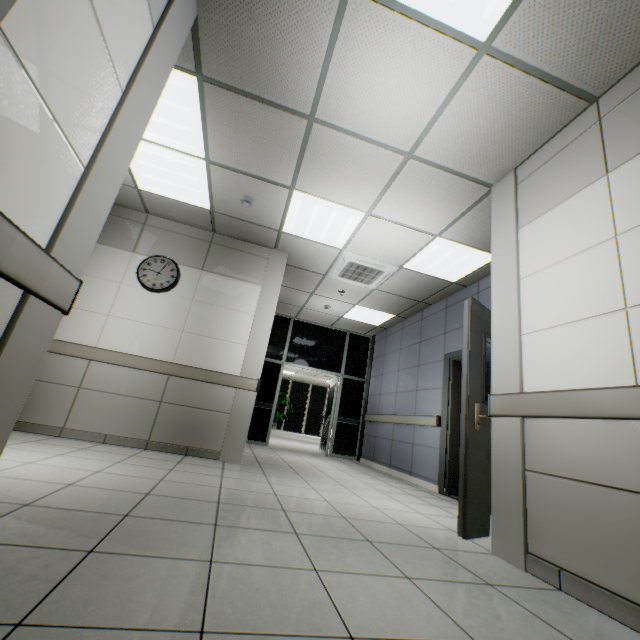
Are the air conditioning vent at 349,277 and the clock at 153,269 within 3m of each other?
yes

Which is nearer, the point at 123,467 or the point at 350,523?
the point at 350,523

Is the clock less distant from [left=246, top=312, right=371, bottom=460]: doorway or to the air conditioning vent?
the air conditioning vent

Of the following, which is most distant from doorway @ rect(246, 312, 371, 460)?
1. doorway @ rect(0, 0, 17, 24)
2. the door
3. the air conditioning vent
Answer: doorway @ rect(0, 0, 17, 24)

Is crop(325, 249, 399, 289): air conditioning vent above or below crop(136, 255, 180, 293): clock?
above

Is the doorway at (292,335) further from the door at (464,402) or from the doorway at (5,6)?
the doorway at (5,6)

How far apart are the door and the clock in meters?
3.9

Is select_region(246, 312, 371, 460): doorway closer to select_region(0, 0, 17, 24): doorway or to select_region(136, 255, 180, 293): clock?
select_region(136, 255, 180, 293): clock
